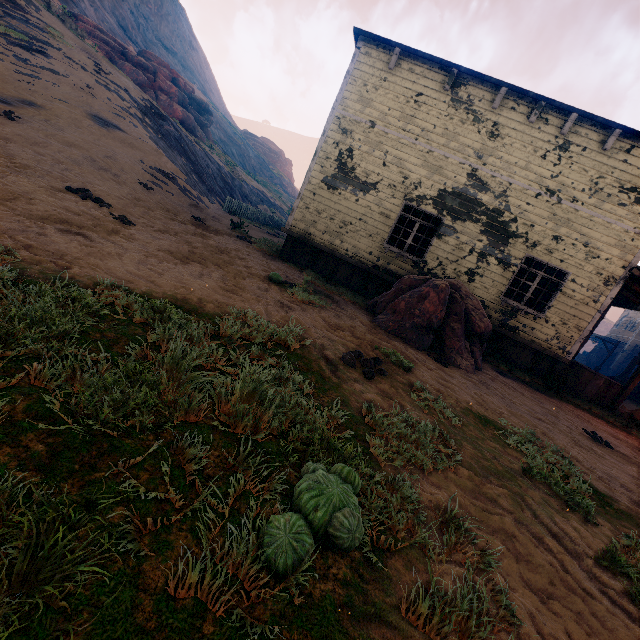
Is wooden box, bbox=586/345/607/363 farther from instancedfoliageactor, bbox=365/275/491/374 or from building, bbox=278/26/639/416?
instancedfoliageactor, bbox=365/275/491/374

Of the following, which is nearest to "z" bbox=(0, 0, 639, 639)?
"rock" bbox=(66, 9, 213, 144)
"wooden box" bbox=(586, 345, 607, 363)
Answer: "wooden box" bbox=(586, 345, 607, 363)

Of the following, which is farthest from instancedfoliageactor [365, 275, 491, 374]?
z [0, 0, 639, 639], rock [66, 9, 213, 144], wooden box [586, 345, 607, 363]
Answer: wooden box [586, 345, 607, 363]

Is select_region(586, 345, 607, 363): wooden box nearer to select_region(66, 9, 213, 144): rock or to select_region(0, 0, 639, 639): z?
select_region(0, 0, 639, 639): z

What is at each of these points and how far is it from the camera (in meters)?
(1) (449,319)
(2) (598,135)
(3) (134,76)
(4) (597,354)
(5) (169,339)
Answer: (1) instancedfoliageactor, 7.56
(2) building, 8.84
(3) rock, 25.02
(4) wooden box, 37.50
(5) z, 2.79

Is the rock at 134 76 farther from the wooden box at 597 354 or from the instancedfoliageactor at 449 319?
the wooden box at 597 354

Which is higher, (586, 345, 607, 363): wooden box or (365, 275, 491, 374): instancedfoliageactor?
(586, 345, 607, 363): wooden box

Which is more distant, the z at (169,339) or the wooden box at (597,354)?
the wooden box at (597,354)
